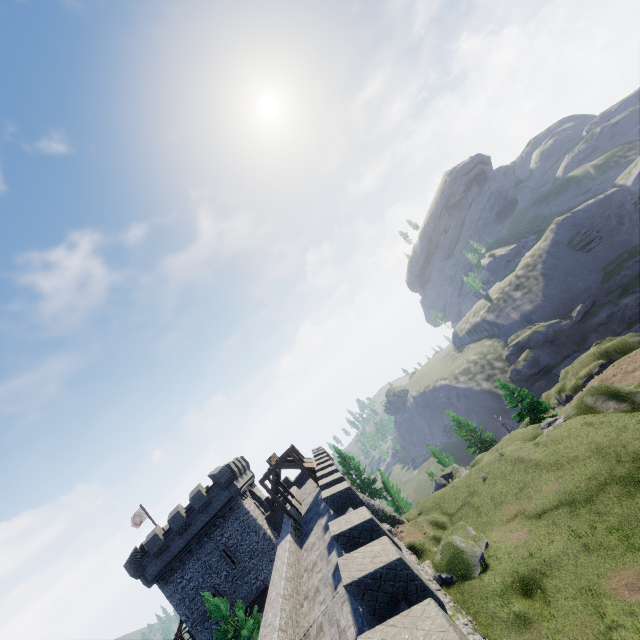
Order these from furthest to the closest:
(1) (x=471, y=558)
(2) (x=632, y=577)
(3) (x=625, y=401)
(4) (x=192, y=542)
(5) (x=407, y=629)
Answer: (4) (x=192, y=542)
(3) (x=625, y=401)
(1) (x=471, y=558)
(2) (x=632, y=577)
(5) (x=407, y=629)

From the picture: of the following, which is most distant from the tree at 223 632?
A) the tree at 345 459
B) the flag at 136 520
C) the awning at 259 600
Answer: the tree at 345 459

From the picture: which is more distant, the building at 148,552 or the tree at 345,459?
the tree at 345,459

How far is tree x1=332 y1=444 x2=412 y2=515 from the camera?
40.5 meters

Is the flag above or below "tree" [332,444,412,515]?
above

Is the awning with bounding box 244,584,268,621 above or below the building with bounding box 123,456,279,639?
below

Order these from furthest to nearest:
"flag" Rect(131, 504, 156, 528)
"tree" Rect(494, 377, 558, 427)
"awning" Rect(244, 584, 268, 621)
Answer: "tree" Rect(494, 377, 558, 427), "flag" Rect(131, 504, 156, 528), "awning" Rect(244, 584, 268, 621)

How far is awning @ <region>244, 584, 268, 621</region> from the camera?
28.7 meters
